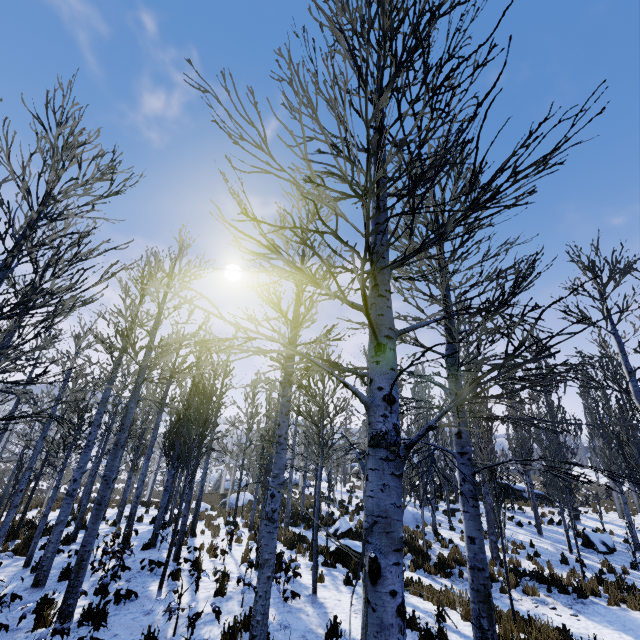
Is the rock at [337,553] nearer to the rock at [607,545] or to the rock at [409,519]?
the rock at [409,519]

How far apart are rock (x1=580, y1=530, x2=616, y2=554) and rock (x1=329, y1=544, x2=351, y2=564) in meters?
11.8

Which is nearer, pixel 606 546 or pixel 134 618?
pixel 134 618

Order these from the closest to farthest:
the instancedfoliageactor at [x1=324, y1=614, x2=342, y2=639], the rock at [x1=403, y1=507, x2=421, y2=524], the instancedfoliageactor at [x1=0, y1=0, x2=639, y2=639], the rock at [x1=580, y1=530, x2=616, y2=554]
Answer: the instancedfoliageactor at [x1=0, y1=0, x2=639, y2=639] → the instancedfoliageactor at [x1=324, y1=614, x2=342, y2=639] → the rock at [x1=580, y1=530, x2=616, y2=554] → the rock at [x1=403, y1=507, x2=421, y2=524]

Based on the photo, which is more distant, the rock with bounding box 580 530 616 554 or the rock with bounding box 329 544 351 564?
the rock with bounding box 580 530 616 554

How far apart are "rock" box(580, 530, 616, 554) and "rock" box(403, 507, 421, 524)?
7.8m

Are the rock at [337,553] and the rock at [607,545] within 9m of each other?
no

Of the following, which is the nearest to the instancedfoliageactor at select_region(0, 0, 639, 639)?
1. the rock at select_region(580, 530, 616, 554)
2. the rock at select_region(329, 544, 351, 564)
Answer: the rock at select_region(580, 530, 616, 554)
